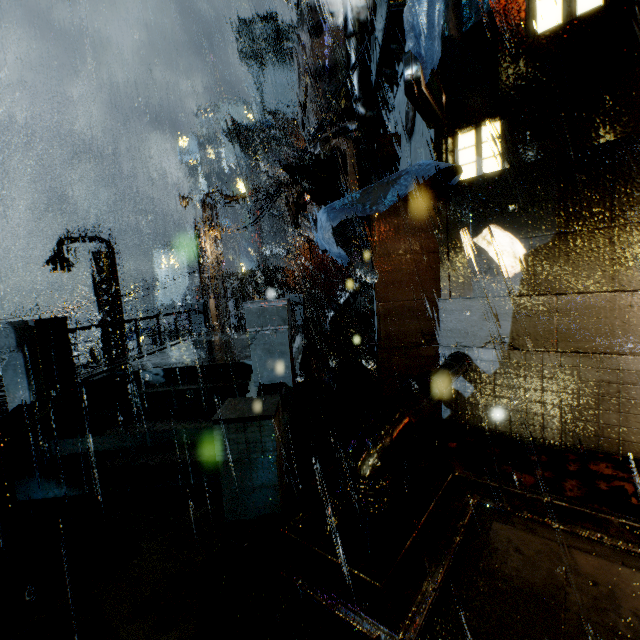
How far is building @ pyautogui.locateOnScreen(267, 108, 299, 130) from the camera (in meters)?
54.72

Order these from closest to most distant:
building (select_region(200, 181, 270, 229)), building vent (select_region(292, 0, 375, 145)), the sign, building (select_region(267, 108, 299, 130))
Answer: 1. the sign
2. building vent (select_region(292, 0, 375, 145))
3. building (select_region(200, 181, 270, 229))
4. building (select_region(267, 108, 299, 130))

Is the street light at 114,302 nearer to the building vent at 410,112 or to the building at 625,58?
the building at 625,58

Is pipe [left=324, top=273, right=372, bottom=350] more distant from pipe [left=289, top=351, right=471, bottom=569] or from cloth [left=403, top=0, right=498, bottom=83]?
cloth [left=403, top=0, right=498, bottom=83]

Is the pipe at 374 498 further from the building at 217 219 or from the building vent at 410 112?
the building vent at 410 112

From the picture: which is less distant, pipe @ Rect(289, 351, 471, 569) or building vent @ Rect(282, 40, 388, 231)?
pipe @ Rect(289, 351, 471, 569)

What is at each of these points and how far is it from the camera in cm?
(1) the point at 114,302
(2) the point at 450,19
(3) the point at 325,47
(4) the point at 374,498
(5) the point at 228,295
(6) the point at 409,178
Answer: (1) street light, 1691
(2) cloth, 487
(3) building vent, 1298
(4) pipe, 369
(5) building, 4709
(6) cloth, 700

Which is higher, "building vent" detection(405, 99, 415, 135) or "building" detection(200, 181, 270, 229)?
"building" detection(200, 181, 270, 229)
